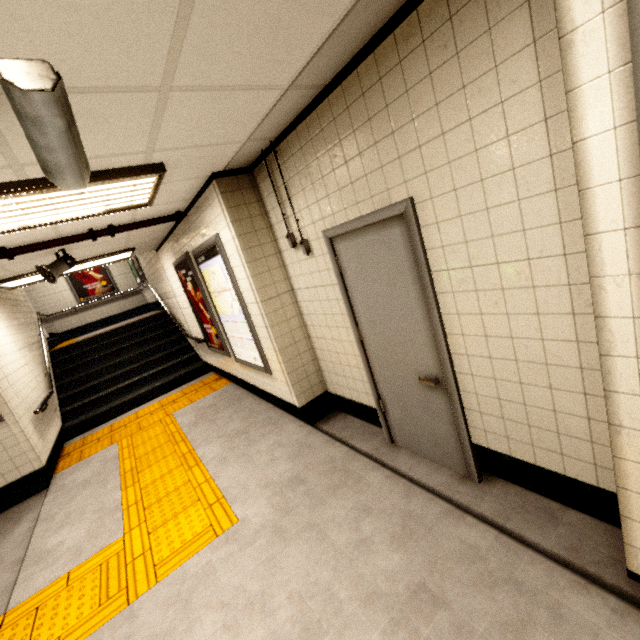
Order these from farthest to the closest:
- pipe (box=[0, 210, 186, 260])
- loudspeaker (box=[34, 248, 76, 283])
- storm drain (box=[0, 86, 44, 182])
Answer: loudspeaker (box=[34, 248, 76, 283]), pipe (box=[0, 210, 186, 260]), storm drain (box=[0, 86, 44, 182])

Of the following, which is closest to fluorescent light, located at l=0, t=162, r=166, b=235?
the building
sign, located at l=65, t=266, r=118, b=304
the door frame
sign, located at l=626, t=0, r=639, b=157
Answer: the door frame

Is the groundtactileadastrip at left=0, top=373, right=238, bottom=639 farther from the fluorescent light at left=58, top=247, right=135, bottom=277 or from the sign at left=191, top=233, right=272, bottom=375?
the fluorescent light at left=58, top=247, right=135, bottom=277

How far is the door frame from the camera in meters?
2.0

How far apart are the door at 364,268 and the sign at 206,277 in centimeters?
146cm

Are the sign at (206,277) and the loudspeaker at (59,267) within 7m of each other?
yes

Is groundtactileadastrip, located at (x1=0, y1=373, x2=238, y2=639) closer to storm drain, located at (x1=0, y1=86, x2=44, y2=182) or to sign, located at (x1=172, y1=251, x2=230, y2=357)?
sign, located at (x1=172, y1=251, x2=230, y2=357)

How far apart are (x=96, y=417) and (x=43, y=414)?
1.10m
